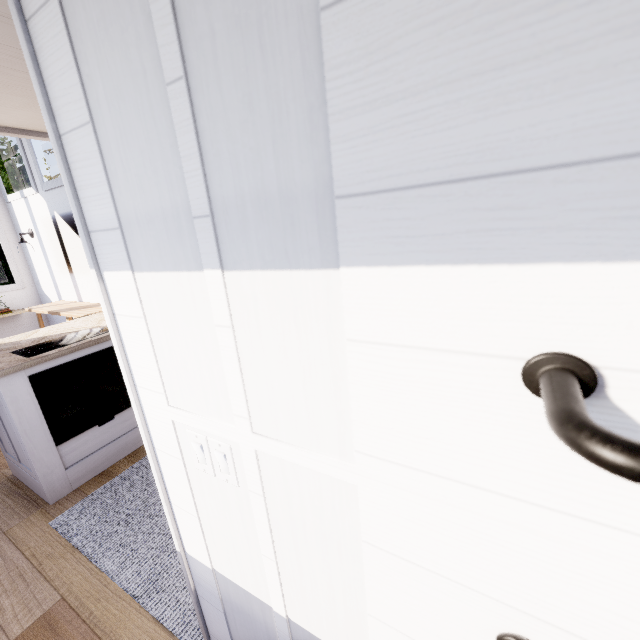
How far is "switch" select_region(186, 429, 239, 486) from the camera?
0.8m

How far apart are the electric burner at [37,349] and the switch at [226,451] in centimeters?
215cm

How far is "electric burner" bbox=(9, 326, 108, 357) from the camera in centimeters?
226cm

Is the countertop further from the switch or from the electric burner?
the switch

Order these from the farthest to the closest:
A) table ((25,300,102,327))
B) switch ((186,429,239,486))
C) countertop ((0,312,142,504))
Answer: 1. table ((25,300,102,327))
2. countertop ((0,312,142,504))
3. switch ((186,429,239,486))

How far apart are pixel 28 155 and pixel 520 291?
6.15m

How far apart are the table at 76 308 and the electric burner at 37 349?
1.41m

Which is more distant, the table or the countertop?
the table
